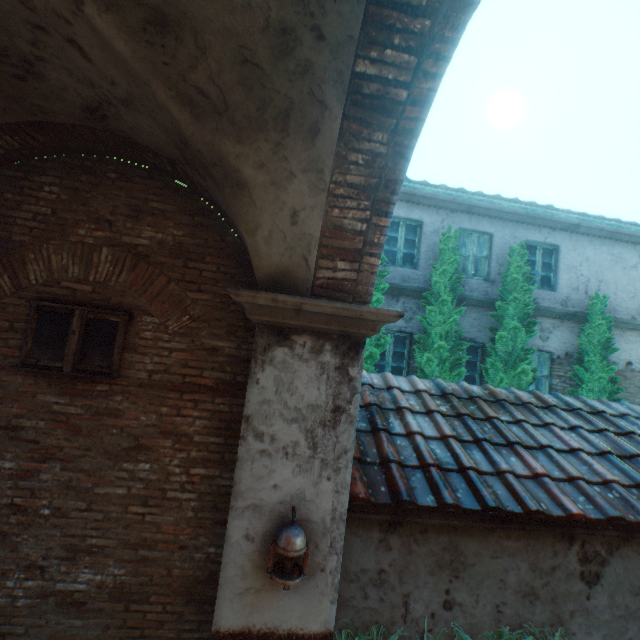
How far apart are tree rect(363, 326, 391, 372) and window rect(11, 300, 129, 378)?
4.1 meters

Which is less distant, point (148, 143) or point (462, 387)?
point (148, 143)

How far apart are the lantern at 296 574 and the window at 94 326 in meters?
2.3

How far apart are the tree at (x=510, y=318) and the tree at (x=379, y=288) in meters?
2.4 m

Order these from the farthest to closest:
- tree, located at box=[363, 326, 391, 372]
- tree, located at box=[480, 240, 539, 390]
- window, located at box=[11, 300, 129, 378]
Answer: tree, located at box=[480, 240, 539, 390] → tree, located at box=[363, 326, 391, 372] → window, located at box=[11, 300, 129, 378]

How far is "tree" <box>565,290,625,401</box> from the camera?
7.67m

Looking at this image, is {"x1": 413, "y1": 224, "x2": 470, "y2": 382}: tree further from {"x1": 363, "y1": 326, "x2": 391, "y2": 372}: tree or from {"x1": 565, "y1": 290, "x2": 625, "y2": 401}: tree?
{"x1": 565, "y1": 290, "x2": 625, "y2": 401}: tree

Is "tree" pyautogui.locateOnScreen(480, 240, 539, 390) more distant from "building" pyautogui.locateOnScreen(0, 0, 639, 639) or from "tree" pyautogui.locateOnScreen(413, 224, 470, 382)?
"building" pyautogui.locateOnScreen(0, 0, 639, 639)
